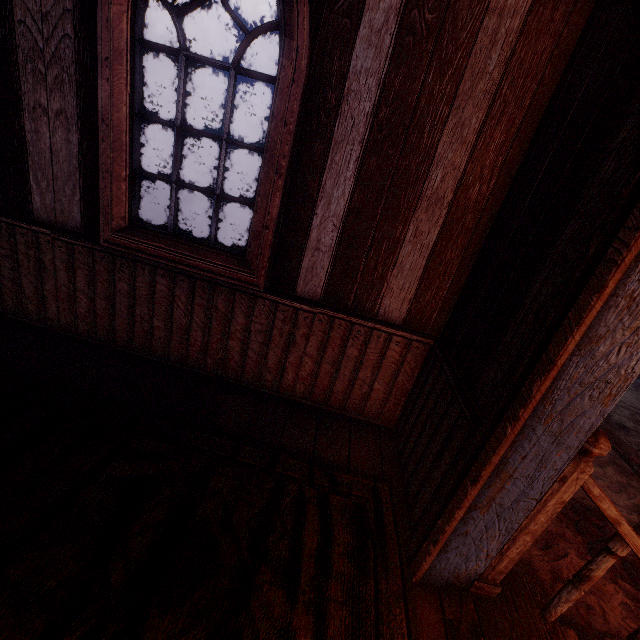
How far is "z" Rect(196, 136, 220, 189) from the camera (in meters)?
19.62

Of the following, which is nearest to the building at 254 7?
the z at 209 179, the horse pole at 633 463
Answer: the z at 209 179

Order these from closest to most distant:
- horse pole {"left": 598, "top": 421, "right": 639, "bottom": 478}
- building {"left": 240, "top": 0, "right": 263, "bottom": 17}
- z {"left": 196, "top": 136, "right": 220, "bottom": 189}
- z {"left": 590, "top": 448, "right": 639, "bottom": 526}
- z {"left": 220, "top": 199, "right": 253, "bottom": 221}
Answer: horse pole {"left": 598, "top": 421, "right": 639, "bottom": 478} < z {"left": 590, "top": 448, "right": 639, "bottom": 526} < building {"left": 240, "top": 0, "right": 263, "bottom": 17} < z {"left": 220, "top": 199, "right": 253, "bottom": 221} < z {"left": 196, "top": 136, "right": 220, "bottom": 189}

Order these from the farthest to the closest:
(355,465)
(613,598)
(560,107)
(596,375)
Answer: (613,598) < (355,465) < (560,107) < (596,375)

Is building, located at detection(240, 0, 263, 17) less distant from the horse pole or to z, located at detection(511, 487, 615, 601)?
z, located at detection(511, 487, 615, 601)

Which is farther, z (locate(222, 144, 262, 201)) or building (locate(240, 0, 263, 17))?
z (locate(222, 144, 262, 201))

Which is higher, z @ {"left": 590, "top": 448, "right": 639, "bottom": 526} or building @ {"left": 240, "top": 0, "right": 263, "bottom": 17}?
building @ {"left": 240, "top": 0, "right": 263, "bottom": 17}
